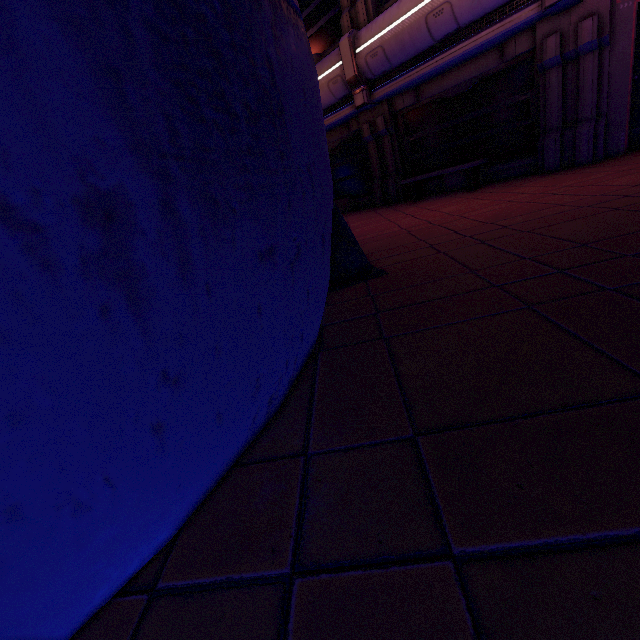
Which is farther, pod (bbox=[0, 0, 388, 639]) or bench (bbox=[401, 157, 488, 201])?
bench (bbox=[401, 157, 488, 201])

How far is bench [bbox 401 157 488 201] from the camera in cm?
785

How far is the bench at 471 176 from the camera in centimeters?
785cm

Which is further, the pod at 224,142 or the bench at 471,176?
the bench at 471,176

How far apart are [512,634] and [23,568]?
1.1m
